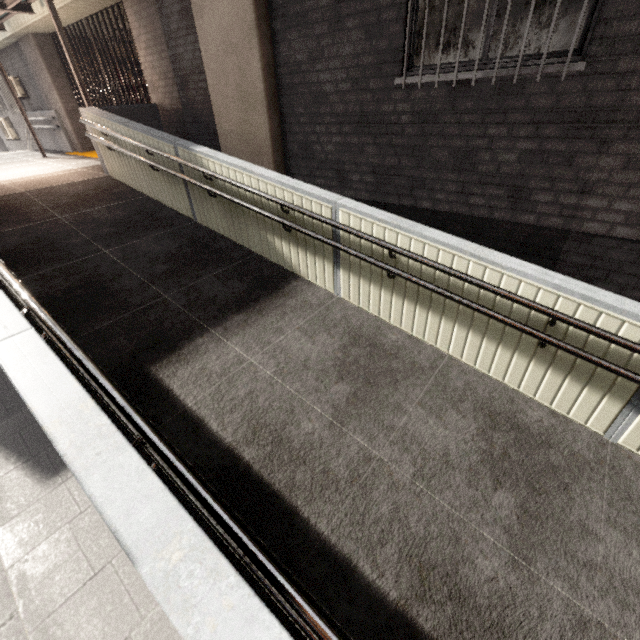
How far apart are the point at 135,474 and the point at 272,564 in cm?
62

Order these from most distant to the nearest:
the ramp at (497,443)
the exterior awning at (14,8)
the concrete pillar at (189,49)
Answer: the exterior awning at (14,8) < the concrete pillar at (189,49) < the ramp at (497,443)

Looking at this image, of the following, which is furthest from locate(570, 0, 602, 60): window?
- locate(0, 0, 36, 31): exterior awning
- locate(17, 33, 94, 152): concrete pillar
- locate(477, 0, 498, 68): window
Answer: locate(17, 33, 94, 152): concrete pillar

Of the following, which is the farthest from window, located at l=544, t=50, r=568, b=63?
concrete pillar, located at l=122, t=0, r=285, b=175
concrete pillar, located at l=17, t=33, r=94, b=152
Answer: concrete pillar, located at l=17, t=33, r=94, b=152

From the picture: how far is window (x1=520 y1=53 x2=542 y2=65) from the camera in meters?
3.1

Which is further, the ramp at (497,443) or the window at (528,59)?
the window at (528,59)

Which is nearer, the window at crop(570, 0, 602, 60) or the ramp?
the ramp
